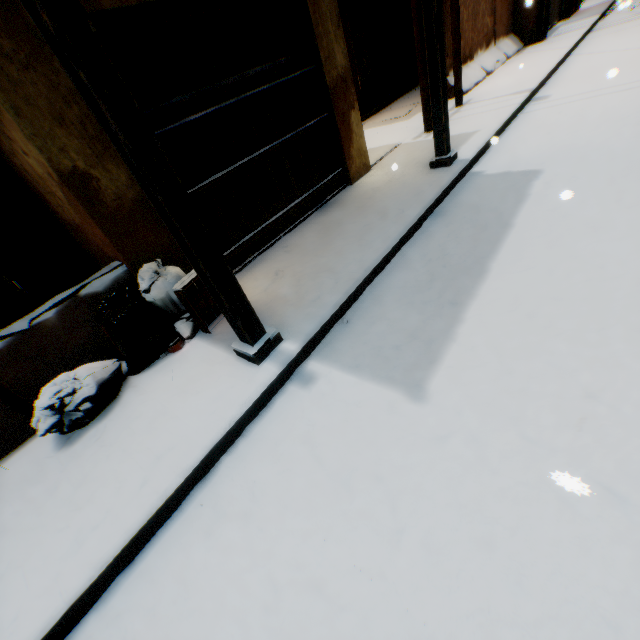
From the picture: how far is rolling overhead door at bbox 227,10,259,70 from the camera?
4.0 meters

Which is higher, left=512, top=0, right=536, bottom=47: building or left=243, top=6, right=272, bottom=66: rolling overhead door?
left=243, top=6, right=272, bottom=66: rolling overhead door

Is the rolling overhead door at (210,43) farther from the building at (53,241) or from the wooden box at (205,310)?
the wooden box at (205,310)

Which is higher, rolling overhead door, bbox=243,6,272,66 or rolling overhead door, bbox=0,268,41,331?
rolling overhead door, bbox=243,6,272,66

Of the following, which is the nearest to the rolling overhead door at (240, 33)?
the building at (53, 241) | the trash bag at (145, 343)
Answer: the building at (53, 241)

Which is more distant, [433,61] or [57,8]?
[433,61]

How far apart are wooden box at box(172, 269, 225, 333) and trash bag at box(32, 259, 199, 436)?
0.08m
